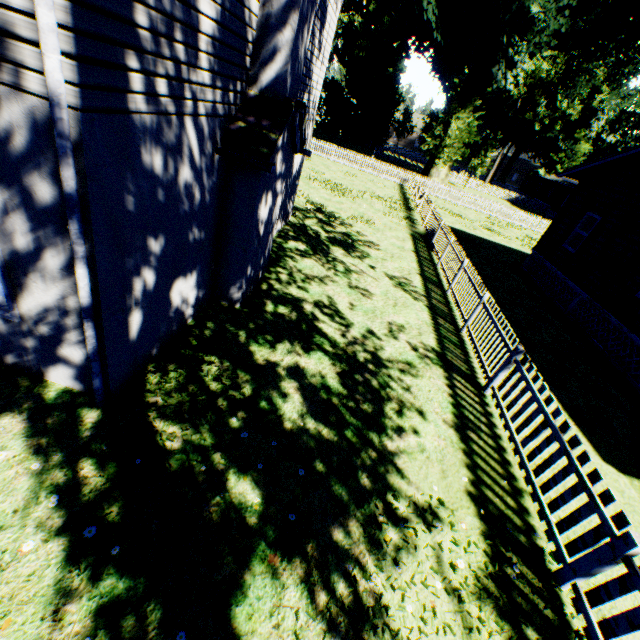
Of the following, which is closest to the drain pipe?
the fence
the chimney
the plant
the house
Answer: the chimney

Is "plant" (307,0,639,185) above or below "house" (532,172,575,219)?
above

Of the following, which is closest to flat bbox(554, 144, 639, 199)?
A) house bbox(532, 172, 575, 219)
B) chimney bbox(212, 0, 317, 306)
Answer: chimney bbox(212, 0, 317, 306)

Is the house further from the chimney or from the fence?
the chimney

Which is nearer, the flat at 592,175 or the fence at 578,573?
the fence at 578,573

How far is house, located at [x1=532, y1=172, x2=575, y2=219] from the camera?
42.53m

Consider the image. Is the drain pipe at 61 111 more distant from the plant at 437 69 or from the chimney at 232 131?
the plant at 437 69

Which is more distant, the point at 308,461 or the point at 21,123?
the point at 308,461
